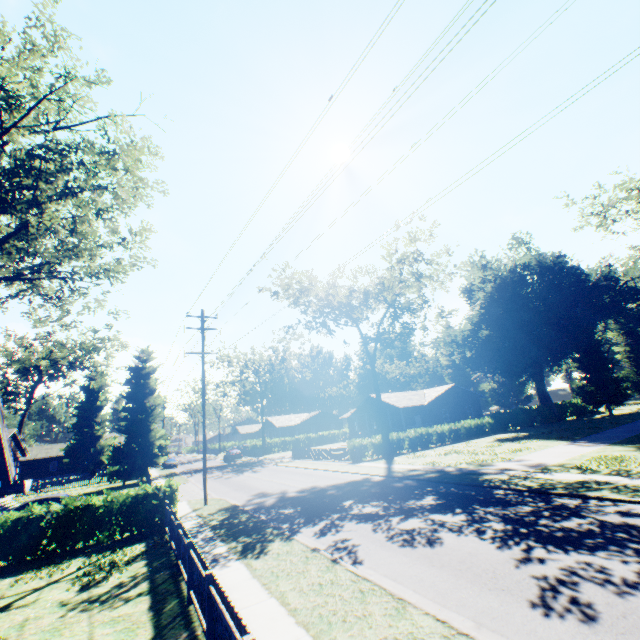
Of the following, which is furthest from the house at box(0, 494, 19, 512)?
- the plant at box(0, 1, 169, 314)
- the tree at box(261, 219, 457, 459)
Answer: the tree at box(261, 219, 457, 459)

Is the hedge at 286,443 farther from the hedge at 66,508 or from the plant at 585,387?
the hedge at 66,508

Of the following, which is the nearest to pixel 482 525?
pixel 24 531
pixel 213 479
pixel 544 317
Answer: pixel 24 531

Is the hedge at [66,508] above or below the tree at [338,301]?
below

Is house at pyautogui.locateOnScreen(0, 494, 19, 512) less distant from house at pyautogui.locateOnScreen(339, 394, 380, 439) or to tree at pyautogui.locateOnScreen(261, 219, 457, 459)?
tree at pyautogui.locateOnScreen(261, 219, 457, 459)

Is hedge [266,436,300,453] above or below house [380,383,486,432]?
below

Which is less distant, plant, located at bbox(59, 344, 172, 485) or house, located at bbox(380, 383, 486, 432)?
plant, located at bbox(59, 344, 172, 485)

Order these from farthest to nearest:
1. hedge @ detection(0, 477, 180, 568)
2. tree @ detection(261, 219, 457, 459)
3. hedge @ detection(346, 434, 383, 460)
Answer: hedge @ detection(346, 434, 383, 460) → tree @ detection(261, 219, 457, 459) → hedge @ detection(0, 477, 180, 568)
